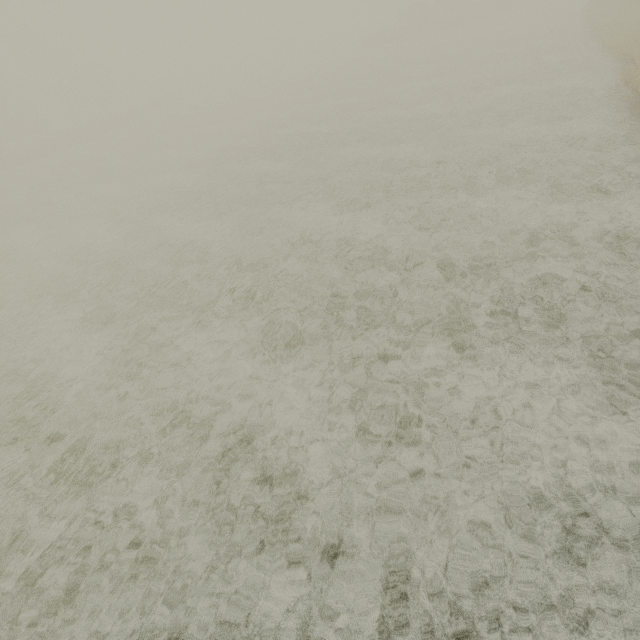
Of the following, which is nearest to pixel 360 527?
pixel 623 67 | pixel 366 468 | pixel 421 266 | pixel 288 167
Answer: pixel 366 468
